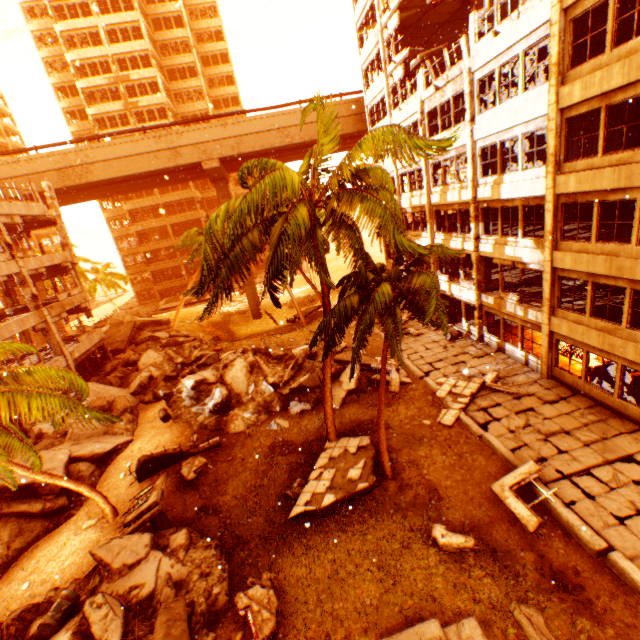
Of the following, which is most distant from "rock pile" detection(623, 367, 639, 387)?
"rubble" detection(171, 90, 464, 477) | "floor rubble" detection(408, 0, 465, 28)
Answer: "floor rubble" detection(408, 0, 465, 28)

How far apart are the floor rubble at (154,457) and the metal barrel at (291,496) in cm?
308

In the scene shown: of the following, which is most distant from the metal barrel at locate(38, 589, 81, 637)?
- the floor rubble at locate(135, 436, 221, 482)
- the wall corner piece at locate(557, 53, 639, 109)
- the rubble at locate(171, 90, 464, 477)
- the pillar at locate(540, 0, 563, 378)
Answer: the wall corner piece at locate(557, 53, 639, 109)

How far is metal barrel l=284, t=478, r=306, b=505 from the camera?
11.84m

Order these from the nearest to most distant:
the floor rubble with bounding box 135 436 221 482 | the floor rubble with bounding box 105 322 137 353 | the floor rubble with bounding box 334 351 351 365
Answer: the floor rubble with bounding box 135 436 221 482 < the floor rubble with bounding box 334 351 351 365 < the floor rubble with bounding box 105 322 137 353

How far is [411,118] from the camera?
22.2 meters

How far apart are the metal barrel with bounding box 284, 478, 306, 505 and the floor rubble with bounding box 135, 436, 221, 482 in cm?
308

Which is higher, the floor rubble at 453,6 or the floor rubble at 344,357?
the floor rubble at 453,6
